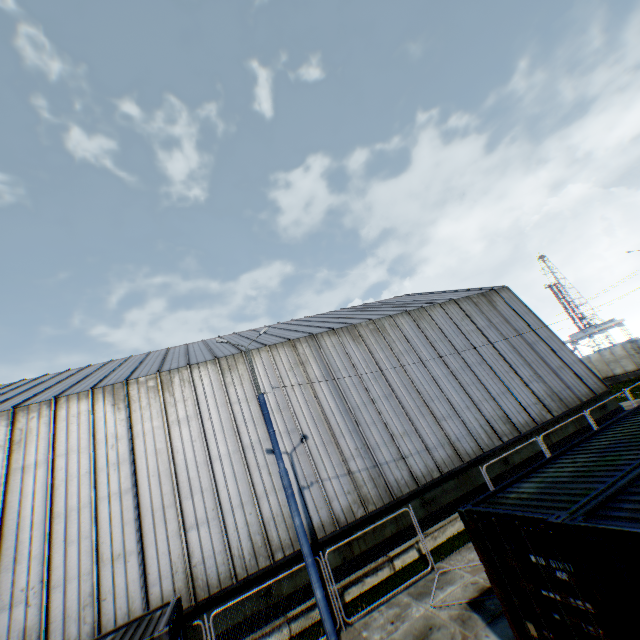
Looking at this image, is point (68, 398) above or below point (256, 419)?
above

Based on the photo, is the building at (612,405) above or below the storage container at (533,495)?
below

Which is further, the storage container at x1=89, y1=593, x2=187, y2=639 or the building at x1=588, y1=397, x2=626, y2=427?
the building at x1=588, y1=397, x2=626, y2=427

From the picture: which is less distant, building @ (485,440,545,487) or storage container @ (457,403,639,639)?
storage container @ (457,403,639,639)

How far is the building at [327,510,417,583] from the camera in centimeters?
1284cm

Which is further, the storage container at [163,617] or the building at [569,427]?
the building at [569,427]

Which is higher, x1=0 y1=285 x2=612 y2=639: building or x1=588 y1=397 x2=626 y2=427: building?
x1=0 y1=285 x2=612 y2=639: building
